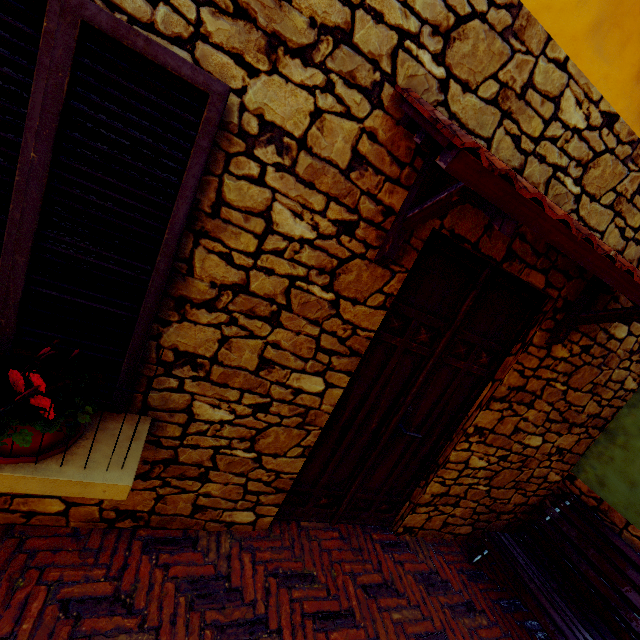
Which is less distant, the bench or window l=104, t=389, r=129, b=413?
window l=104, t=389, r=129, b=413

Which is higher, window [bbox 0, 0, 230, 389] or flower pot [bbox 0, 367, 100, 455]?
window [bbox 0, 0, 230, 389]

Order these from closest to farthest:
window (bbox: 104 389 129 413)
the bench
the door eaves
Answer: the door eaves, window (bbox: 104 389 129 413), the bench

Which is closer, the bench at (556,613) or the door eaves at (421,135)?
the door eaves at (421,135)

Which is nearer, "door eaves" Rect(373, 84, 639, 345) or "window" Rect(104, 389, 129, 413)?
"door eaves" Rect(373, 84, 639, 345)

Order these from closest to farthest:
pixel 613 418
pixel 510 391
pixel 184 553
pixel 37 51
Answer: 1. pixel 37 51
2. pixel 184 553
3. pixel 510 391
4. pixel 613 418

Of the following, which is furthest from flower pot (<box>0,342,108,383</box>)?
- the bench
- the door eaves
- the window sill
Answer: the bench

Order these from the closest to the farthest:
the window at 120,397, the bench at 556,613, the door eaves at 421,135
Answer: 1. the door eaves at 421,135
2. the window at 120,397
3. the bench at 556,613
